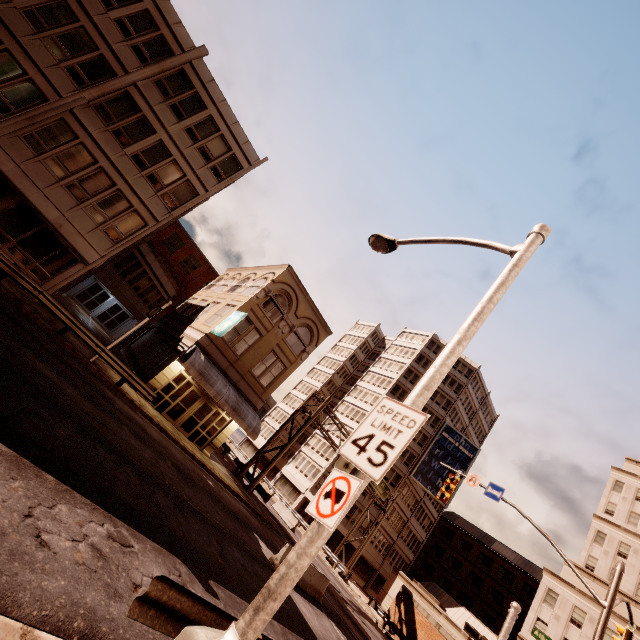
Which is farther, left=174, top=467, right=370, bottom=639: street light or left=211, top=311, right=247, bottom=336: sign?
left=211, top=311, right=247, bottom=336: sign

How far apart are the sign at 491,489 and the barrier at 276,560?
9.0m

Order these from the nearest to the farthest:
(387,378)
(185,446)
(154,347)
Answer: (185,446) < (154,347) < (387,378)

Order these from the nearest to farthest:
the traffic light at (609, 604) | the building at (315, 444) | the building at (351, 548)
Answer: the traffic light at (609, 604) < the building at (351, 548) < the building at (315, 444)

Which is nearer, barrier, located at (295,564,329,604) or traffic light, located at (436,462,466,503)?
barrier, located at (295,564,329,604)

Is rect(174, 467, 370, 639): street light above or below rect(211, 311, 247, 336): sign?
below

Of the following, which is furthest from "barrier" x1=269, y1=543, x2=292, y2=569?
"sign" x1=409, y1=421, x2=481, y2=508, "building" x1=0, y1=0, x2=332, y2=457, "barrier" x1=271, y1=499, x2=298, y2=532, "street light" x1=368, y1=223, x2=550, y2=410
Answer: "sign" x1=409, y1=421, x2=481, y2=508

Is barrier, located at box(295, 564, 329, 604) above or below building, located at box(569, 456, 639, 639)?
below
